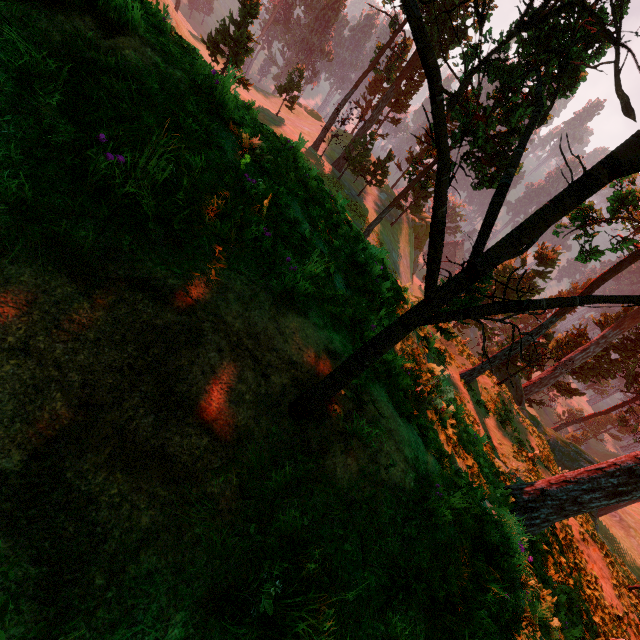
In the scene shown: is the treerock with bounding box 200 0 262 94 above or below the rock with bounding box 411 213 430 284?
above

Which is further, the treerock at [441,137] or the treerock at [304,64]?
the treerock at [304,64]

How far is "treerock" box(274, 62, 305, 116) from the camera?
38.0 meters

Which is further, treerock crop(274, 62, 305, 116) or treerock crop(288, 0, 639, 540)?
treerock crop(274, 62, 305, 116)

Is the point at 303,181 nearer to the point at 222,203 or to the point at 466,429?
the point at 222,203

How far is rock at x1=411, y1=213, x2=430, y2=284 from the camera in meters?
51.6 m

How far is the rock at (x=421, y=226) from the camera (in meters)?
51.61
